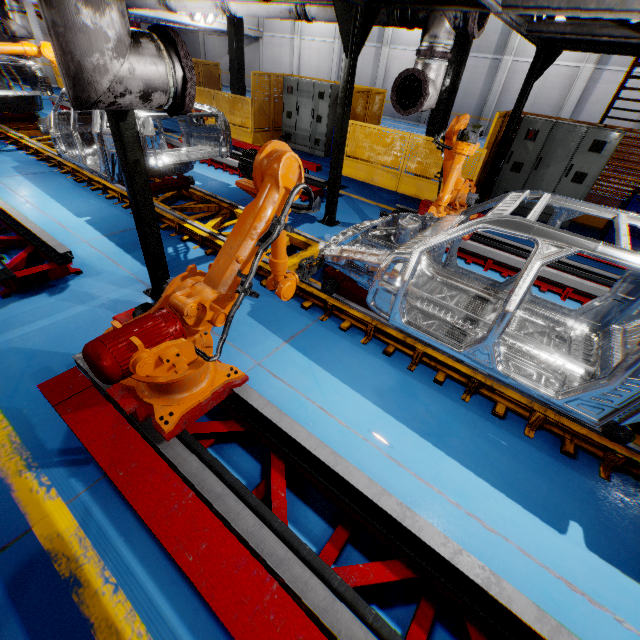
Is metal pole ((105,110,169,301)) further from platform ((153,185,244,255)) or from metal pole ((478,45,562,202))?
metal pole ((478,45,562,202))

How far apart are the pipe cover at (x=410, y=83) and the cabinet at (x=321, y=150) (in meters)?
6.85

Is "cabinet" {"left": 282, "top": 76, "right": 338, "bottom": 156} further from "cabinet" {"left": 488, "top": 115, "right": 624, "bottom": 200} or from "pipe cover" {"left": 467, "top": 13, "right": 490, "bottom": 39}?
"pipe cover" {"left": 467, "top": 13, "right": 490, "bottom": 39}

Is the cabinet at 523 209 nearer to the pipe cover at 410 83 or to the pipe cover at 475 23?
the pipe cover at 475 23

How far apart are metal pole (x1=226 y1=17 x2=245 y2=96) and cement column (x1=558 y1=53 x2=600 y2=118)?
17.25m

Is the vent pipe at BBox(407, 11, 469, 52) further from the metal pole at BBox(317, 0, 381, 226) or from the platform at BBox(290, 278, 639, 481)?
the platform at BBox(290, 278, 639, 481)

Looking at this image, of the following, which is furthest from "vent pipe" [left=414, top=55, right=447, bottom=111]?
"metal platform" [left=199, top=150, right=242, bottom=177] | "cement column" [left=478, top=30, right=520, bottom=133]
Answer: "cement column" [left=478, top=30, right=520, bottom=133]

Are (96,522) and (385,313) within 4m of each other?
yes
